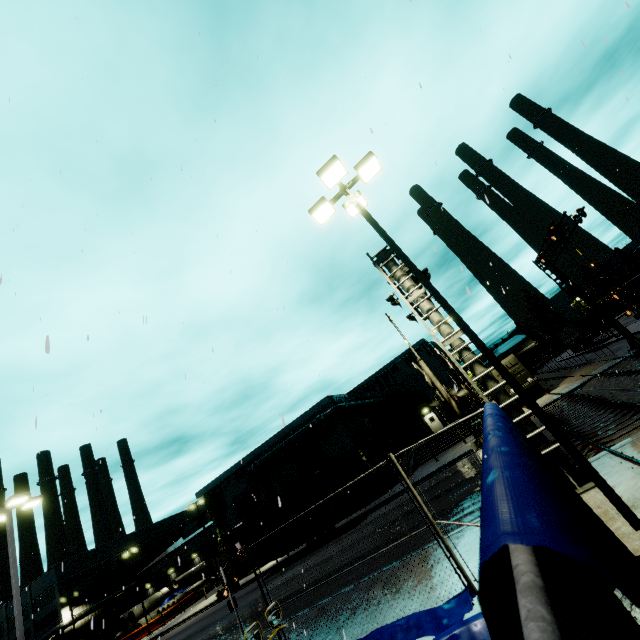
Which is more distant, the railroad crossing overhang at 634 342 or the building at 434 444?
the building at 434 444

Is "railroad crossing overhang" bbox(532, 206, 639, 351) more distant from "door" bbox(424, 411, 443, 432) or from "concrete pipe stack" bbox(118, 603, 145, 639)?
"concrete pipe stack" bbox(118, 603, 145, 639)

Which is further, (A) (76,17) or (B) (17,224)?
(B) (17,224)

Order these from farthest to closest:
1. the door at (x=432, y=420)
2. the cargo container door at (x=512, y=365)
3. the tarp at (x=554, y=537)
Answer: the door at (x=432, y=420) < the cargo container door at (x=512, y=365) < the tarp at (x=554, y=537)

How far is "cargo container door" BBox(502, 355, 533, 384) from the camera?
28.83m

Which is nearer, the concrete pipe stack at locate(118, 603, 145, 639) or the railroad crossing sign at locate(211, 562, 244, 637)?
the railroad crossing sign at locate(211, 562, 244, 637)

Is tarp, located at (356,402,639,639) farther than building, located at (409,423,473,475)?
No

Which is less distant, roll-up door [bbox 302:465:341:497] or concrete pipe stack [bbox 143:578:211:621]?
roll-up door [bbox 302:465:341:497]
